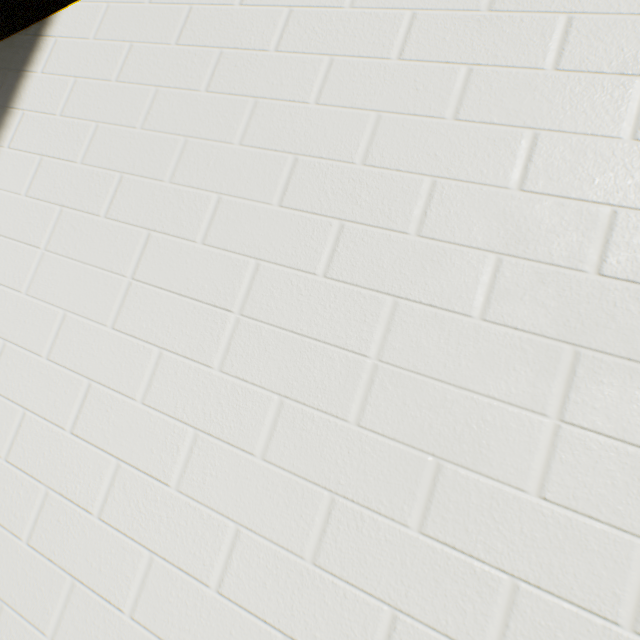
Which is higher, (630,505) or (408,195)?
(408,195)
